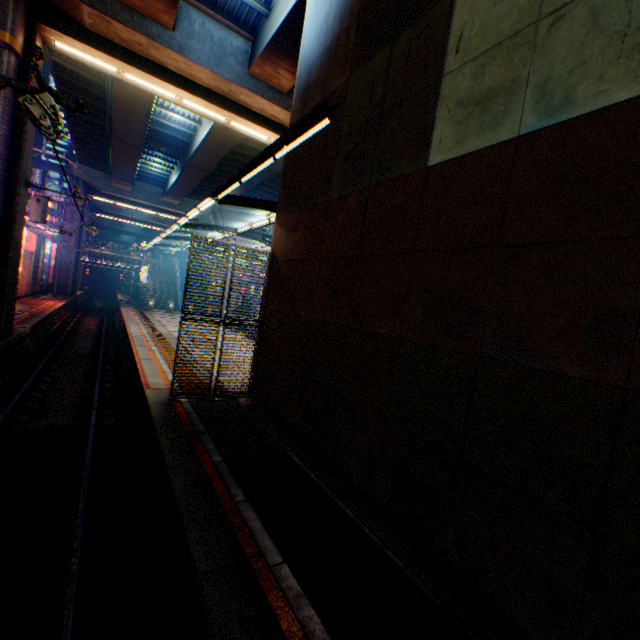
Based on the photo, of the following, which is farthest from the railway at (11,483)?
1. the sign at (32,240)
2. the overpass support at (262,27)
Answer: the sign at (32,240)

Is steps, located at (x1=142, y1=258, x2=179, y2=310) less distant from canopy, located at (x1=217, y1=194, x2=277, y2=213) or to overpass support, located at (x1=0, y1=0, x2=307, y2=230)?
canopy, located at (x1=217, y1=194, x2=277, y2=213)

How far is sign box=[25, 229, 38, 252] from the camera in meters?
25.5

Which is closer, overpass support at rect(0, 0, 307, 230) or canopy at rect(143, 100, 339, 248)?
canopy at rect(143, 100, 339, 248)

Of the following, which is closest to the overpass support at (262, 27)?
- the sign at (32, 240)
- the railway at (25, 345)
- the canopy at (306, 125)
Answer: the railway at (25, 345)

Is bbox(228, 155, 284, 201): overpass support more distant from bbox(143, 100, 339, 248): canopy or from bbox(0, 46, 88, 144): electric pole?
bbox(143, 100, 339, 248): canopy

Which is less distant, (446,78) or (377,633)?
(377,633)

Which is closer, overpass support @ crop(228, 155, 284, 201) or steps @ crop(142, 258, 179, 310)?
overpass support @ crop(228, 155, 284, 201)
